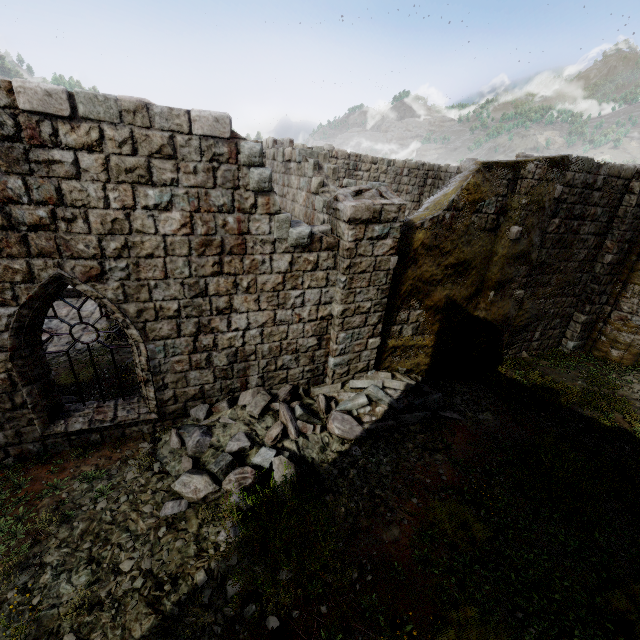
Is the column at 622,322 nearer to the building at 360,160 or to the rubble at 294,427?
the building at 360,160

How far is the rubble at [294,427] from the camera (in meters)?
5.60

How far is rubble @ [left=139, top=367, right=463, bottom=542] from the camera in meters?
5.6 m

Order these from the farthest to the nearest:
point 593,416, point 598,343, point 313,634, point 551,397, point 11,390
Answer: point 598,343, point 551,397, point 593,416, point 11,390, point 313,634

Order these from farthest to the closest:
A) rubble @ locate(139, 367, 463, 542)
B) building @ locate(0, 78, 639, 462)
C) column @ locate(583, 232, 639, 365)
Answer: column @ locate(583, 232, 639, 365), rubble @ locate(139, 367, 463, 542), building @ locate(0, 78, 639, 462)

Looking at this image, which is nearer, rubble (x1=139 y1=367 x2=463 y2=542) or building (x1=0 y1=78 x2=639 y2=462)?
building (x1=0 y1=78 x2=639 y2=462)

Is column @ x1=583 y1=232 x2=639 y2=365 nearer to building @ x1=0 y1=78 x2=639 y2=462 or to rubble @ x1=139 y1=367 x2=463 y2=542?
building @ x1=0 y1=78 x2=639 y2=462
